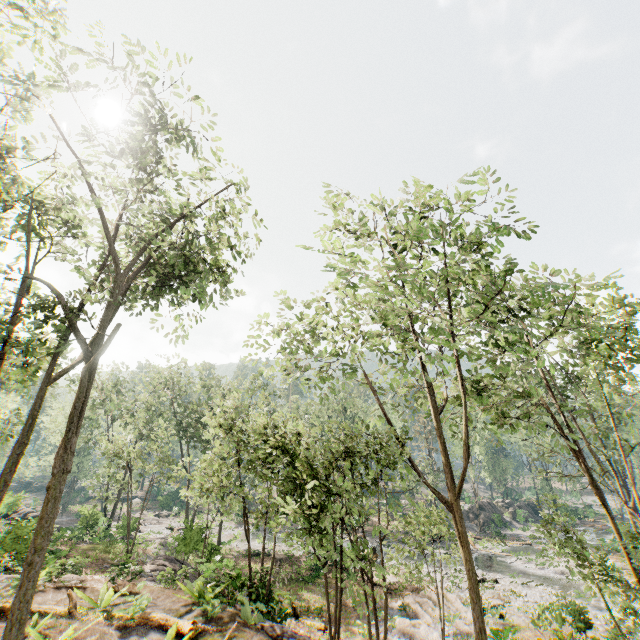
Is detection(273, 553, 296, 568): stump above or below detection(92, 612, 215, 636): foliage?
below

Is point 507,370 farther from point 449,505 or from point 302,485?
point 302,485

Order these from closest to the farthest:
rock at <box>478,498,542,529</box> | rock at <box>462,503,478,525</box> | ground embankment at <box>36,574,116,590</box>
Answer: ground embankment at <box>36,574,116,590</box>
rock at <box>478,498,542,529</box>
rock at <box>462,503,478,525</box>

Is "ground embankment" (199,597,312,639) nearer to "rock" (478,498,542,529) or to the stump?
the stump

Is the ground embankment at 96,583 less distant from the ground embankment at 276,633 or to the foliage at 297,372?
the foliage at 297,372

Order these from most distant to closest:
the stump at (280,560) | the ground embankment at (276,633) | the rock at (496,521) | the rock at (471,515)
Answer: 1. the rock at (471,515)
2. the rock at (496,521)
3. the stump at (280,560)
4. the ground embankment at (276,633)

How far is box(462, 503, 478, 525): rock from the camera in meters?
46.2 m

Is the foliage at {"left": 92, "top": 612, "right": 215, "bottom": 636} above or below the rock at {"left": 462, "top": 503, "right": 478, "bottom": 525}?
above
